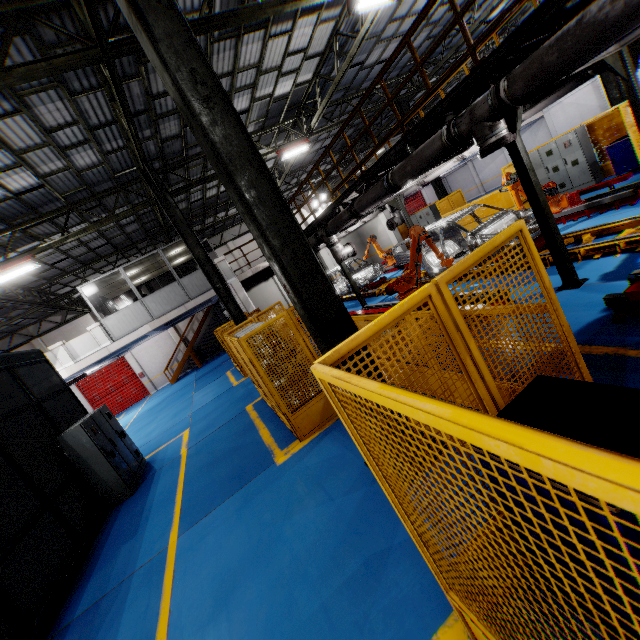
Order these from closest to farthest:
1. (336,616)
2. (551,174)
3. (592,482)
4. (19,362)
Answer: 1. (592,482)
2. (336,616)
3. (19,362)
4. (551,174)

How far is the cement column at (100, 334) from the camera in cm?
1512

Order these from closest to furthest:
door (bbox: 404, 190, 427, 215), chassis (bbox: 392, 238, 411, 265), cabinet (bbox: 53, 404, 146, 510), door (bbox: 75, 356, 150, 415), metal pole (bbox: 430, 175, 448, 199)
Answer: cabinet (bbox: 53, 404, 146, 510), chassis (bbox: 392, 238, 411, 265), metal pole (bbox: 430, 175, 448, 199), door (bbox: 75, 356, 150, 415), door (bbox: 404, 190, 427, 215)

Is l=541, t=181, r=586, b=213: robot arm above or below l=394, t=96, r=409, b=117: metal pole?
below

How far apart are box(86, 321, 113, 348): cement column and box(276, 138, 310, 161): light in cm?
1154

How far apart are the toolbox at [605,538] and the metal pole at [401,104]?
17.9m

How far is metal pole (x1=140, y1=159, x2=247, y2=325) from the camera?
10.4 meters

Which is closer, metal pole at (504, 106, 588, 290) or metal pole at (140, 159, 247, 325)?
metal pole at (504, 106, 588, 290)
